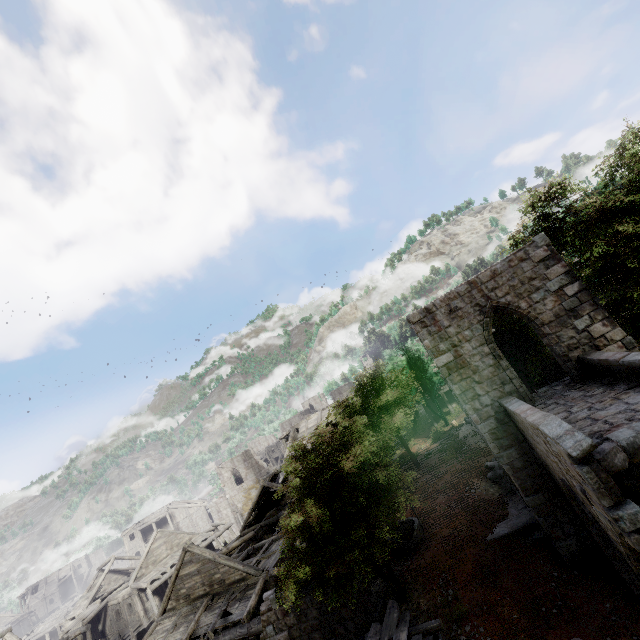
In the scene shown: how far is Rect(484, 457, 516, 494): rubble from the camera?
16.4m

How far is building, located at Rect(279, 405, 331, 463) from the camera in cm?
3856

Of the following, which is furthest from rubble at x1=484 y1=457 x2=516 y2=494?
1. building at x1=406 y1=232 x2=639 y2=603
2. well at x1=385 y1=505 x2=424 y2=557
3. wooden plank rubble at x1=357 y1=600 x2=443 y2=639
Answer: wooden plank rubble at x1=357 y1=600 x2=443 y2=639

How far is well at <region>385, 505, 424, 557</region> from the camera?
16.0m

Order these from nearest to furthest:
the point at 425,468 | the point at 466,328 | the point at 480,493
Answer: the point at 466,328 < the point at 480,493 < the point at 425,468

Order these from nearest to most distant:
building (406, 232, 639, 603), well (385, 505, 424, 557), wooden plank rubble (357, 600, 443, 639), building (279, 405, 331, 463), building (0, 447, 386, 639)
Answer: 1. building (406, 232, 639, 603)
2. wooden plank rubble (357, 600, 443, 639)
3. building (0, 447, 386, 639)
4. well (385, 505, 424, 557)
5. building (279, 405, 331, 463)

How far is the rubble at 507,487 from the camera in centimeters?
1641cm

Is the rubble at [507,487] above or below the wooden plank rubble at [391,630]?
below
